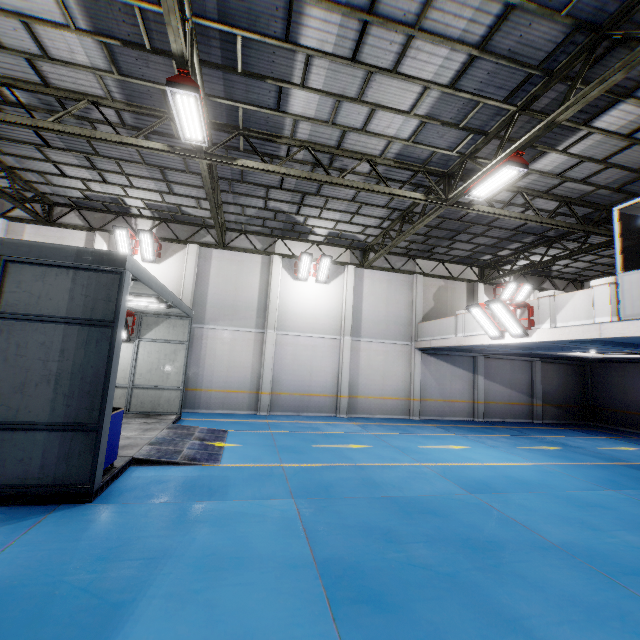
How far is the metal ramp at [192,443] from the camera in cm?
770

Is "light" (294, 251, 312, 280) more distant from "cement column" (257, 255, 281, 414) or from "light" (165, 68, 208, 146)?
"light" (165, 68, 208, 146)

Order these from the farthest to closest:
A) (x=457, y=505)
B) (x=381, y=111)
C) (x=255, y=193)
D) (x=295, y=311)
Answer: (x=295, y=311)
(x=255, y=193)
(x=381, y=111)
(x=457, y=505)

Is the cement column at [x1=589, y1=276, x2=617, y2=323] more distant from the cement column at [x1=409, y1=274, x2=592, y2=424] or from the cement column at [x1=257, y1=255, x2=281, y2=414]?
the cement column at [x1=257, y1=255, x2=281, y2=414]

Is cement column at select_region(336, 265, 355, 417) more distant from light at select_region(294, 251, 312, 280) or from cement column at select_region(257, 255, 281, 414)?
cement column at select_region(257, 255, 281, 414)

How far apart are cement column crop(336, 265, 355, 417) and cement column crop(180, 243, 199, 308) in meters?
7.5

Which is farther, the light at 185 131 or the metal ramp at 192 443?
the metal ramp at 192 443

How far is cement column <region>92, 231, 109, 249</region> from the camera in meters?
14.7
